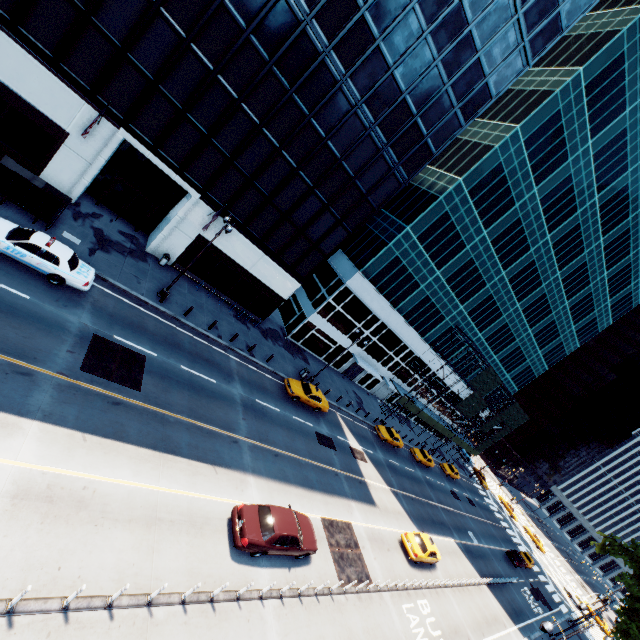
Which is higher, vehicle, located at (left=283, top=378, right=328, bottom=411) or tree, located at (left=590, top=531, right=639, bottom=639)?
tree, located at (left=590, top=531, right=639, bottom=639)

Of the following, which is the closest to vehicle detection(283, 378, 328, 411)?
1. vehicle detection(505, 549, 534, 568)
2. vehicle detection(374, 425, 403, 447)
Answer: vehicle detection(374, 425, 403, 447)

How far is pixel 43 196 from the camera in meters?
17.5 m

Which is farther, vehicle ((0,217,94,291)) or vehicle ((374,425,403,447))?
vehicle ((374,425,403,447))

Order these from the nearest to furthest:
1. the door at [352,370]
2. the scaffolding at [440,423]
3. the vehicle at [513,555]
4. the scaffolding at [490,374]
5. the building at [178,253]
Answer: the building at [178,253] < the vehicle at [513,555] < the door at [352,370] < the scaffolding at [490,374] < the scaffolding at [440,423]

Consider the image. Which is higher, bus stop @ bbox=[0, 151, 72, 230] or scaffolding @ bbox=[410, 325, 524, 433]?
scaffolding @ bbox=[410, 325, 524, 433]

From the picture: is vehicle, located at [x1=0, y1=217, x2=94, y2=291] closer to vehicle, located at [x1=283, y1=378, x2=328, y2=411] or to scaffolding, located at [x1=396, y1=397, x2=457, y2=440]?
vehicle, located at [x1=283, y1=378, x2=328, y2=411]

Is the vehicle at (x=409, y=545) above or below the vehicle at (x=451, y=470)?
below
